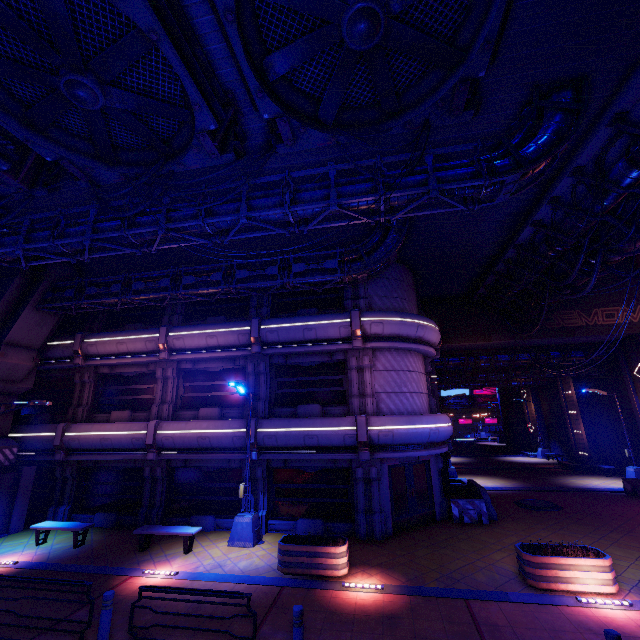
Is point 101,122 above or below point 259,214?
above

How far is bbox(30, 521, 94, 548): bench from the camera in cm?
1268

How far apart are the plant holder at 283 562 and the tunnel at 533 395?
34.1m

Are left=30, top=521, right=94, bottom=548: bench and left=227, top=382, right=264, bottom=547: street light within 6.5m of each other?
yes

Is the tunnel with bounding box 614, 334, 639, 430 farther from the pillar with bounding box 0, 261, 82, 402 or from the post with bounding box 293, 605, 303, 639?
the pillar with bounding box 0, 261, 82, 402

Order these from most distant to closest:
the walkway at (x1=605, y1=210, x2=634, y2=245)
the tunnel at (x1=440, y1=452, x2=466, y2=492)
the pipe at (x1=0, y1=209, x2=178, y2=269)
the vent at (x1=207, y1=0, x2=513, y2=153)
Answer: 1. the tunnel at (x1=440, y1=452, x2=466, y2=492)
2. the walkway at (x1=605, y1=210, x2=634, y2=245)
3. the pipe at (x1=0, y1=209, x2=178, y2=269)
4. the vent at (x1=207, y1=0, x2=513, y2=153)

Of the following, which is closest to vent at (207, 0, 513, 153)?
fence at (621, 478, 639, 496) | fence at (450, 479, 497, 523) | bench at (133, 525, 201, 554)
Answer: bench at (133, 525, 201, 554)

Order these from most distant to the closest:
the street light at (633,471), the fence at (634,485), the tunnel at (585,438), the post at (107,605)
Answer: the tunnel at (585,438) < the street light at (633,471) < the fence at (634,485) < the post at (107,605)
